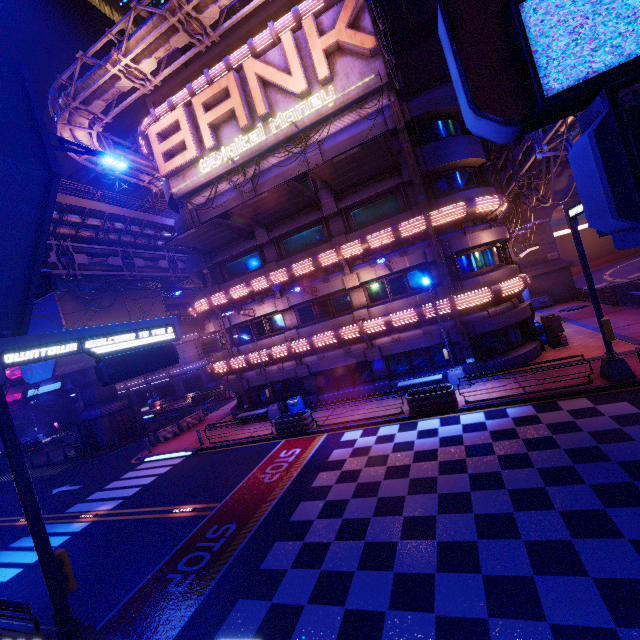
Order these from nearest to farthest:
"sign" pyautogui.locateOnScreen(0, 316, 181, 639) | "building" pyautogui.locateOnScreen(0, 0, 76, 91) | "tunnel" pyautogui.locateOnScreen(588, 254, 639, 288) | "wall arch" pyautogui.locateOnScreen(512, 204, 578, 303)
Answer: "sign" pyautogui.locateOnScreen(0, 316, 181, 639)
"wall arch" pyautogui.locateOnScreen(512, 204, 578, 303)
"tunnel" pyautogui.locateOnScreen(588, 254, 639, 288)
"building" pyautogui.locateOnScreen(0, 0, 76, 91)

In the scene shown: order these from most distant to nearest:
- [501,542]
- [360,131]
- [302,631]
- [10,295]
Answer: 1. [360,131]
2. [10,295]
3. [501,542]
4. [302,631]

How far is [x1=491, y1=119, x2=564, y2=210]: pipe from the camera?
15.68m

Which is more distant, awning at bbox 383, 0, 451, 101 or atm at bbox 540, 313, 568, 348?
atm at bbox 540, 313, 568, 348

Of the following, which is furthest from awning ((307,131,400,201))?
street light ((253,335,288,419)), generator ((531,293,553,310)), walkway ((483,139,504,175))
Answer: generator ((531,293,553,310))

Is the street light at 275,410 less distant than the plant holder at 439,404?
No

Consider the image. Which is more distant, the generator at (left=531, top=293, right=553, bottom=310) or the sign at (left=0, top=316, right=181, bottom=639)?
the generator at (left=531, top=293, right=553, bottom=310)

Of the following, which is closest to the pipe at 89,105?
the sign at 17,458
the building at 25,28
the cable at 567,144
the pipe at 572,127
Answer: the building at 25,28
